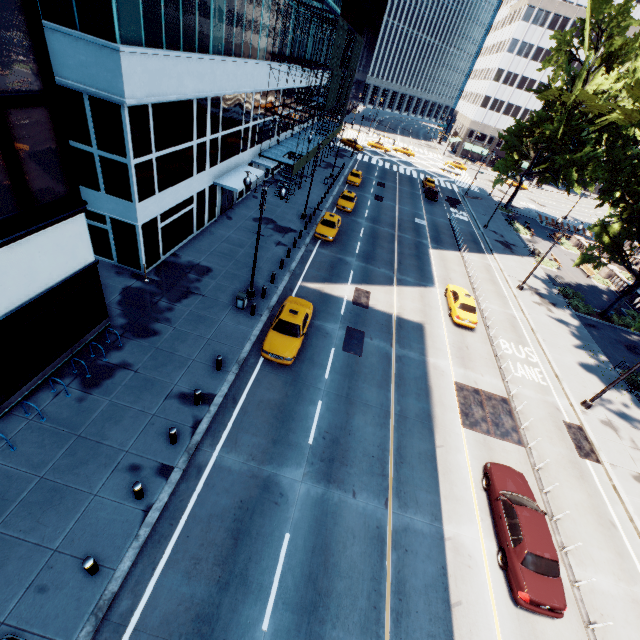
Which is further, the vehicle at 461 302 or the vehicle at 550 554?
the vehicle at 461 302

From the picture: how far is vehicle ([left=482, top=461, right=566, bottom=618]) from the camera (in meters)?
10.96

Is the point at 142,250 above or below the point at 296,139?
below

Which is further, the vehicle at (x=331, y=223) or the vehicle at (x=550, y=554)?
the vehicle at (x=331, y=223)

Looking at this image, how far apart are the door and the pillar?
24.7 meters

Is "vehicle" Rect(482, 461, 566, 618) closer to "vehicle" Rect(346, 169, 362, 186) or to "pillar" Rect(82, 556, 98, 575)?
"pillar" Rect(82, 556, 98, 575)

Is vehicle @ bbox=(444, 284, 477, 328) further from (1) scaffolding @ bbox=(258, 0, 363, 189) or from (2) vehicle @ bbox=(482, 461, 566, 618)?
(1) scaffolding @ bbox=(258, 0, 363, 189)

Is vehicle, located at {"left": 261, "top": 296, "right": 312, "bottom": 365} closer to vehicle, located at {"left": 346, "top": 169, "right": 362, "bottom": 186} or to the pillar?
the pillar
